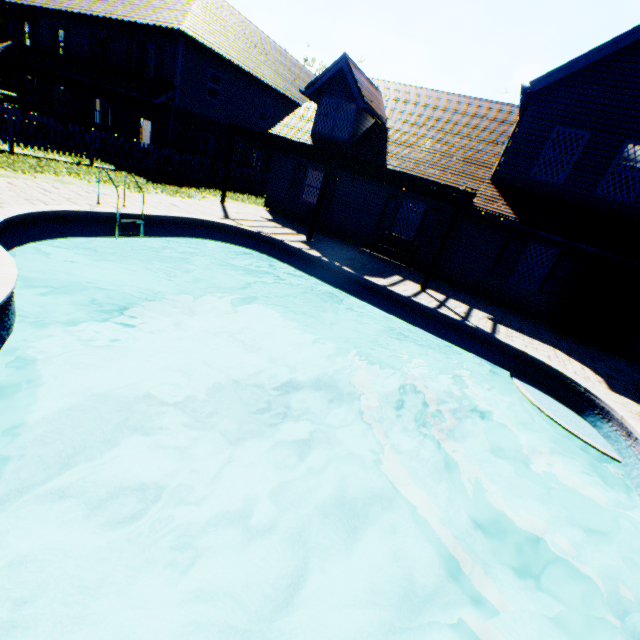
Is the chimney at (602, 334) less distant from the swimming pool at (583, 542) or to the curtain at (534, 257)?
the curtain at (534, 257)

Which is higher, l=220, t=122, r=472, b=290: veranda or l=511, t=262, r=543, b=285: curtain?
l=220, t=122, r=472, b=290: veranda

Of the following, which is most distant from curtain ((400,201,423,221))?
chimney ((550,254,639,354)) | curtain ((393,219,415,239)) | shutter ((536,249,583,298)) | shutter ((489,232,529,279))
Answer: chimney ((550,254,639,354))

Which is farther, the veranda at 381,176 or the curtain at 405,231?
the curtain at 405,231

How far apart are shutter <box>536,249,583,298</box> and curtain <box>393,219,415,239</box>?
5.0m

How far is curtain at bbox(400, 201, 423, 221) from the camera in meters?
13.6

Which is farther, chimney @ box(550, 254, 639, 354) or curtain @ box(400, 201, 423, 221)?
curtain @ box(400, 201, 423, 221)

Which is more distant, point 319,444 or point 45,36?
point 45,36
